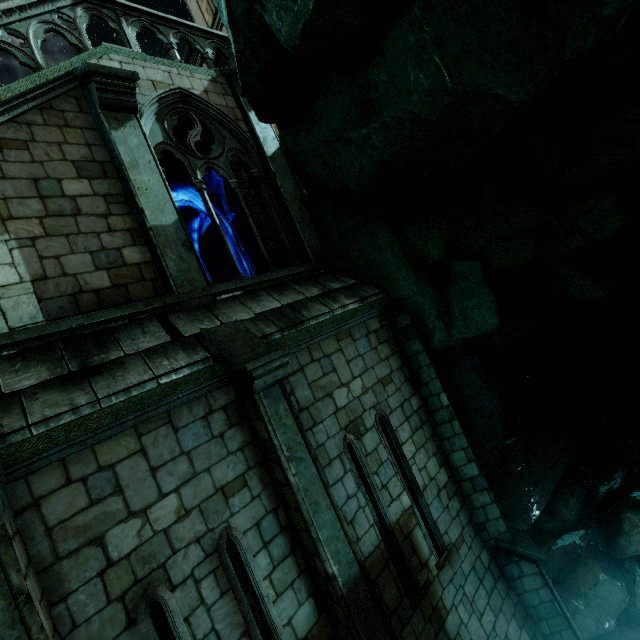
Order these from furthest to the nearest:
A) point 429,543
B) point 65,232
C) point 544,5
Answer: point 429,543
point 65,232
point 544,5
